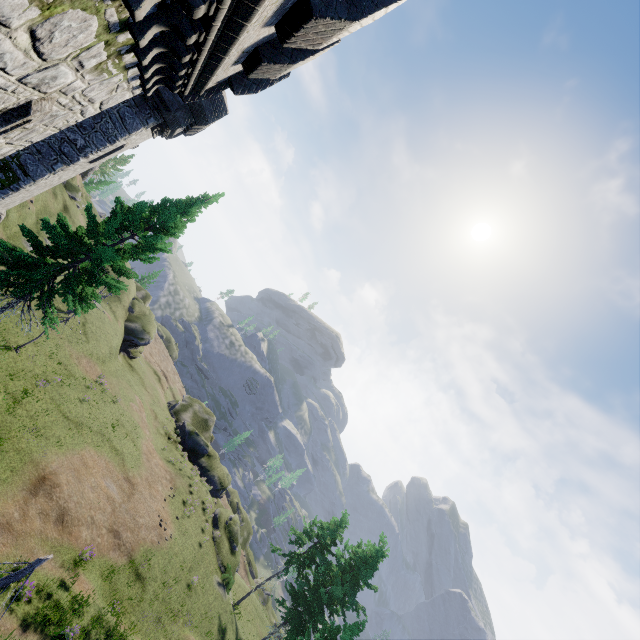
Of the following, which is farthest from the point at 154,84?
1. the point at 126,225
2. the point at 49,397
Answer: the point at 49,397

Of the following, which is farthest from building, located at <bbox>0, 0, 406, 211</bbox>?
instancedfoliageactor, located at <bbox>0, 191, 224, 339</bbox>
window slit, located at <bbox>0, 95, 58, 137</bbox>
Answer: instancedfoliageactor, located at <bbox>0, 191, 224, 339</bbox>

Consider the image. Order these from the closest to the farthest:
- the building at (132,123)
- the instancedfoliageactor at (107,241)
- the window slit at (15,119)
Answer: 1. the building at (132,123)
2. the window slit at (15,119)
3. the instancedfoliageactor at (107,241)

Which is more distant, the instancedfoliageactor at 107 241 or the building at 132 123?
the instancedfoliageactor at 107 241

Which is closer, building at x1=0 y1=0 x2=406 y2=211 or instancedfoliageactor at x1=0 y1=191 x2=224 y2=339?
building at x1=0 y1=0 x2=406 y2=211

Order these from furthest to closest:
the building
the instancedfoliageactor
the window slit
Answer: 1. the instancedfoliageactor
2. the window slit
3. the building
